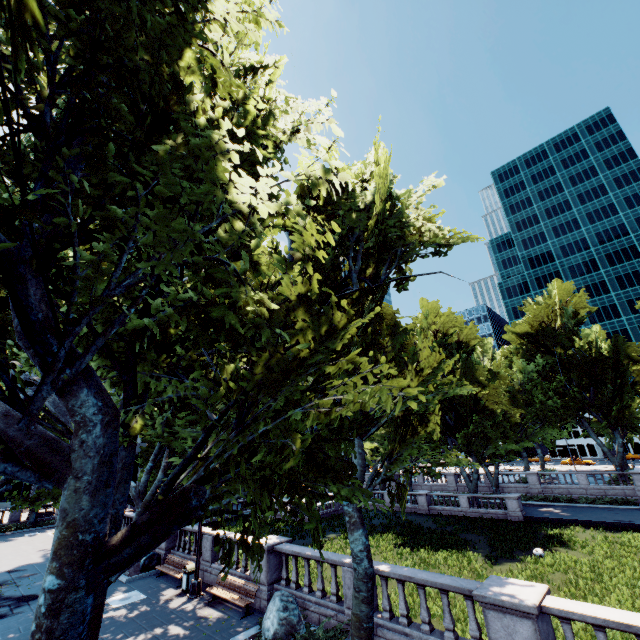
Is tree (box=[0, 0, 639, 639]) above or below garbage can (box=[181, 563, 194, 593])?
above

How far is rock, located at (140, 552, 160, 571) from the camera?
18.5m

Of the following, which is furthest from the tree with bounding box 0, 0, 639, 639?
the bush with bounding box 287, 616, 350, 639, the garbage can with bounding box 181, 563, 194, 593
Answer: the garbage can with bounding box 181, 563, 194, 593

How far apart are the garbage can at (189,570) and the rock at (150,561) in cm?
463

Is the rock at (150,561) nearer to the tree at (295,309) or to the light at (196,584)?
the tree at (295,309)

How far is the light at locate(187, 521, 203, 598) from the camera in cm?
1467

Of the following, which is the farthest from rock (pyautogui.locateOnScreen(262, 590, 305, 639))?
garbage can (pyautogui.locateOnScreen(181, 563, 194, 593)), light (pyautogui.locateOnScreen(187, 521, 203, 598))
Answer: garbage can (pyautogui.locateOnScreen(181, 563, 194, 593))

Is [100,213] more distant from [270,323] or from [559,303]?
[559,303]
